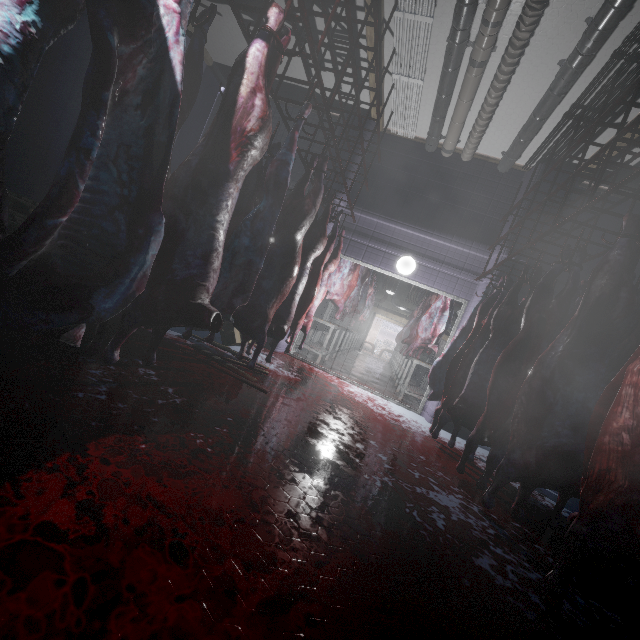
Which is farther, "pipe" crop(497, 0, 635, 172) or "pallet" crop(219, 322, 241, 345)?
"pallet" crop(219, 322, 241, 345)

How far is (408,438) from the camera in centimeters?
349cm

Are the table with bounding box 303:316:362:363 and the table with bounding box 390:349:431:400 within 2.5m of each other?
yes

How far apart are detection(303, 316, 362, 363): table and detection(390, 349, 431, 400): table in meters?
1.6 m

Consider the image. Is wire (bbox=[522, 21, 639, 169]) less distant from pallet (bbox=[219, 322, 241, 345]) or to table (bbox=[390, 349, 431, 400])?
table (bbox=[390, 349, 431, 400])

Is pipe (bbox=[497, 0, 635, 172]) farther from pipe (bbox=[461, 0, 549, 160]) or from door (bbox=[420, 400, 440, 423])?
door (bbox=[420, 400, 440, 423])

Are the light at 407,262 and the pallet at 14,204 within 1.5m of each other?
no

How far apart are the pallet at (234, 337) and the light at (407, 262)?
2.4m
